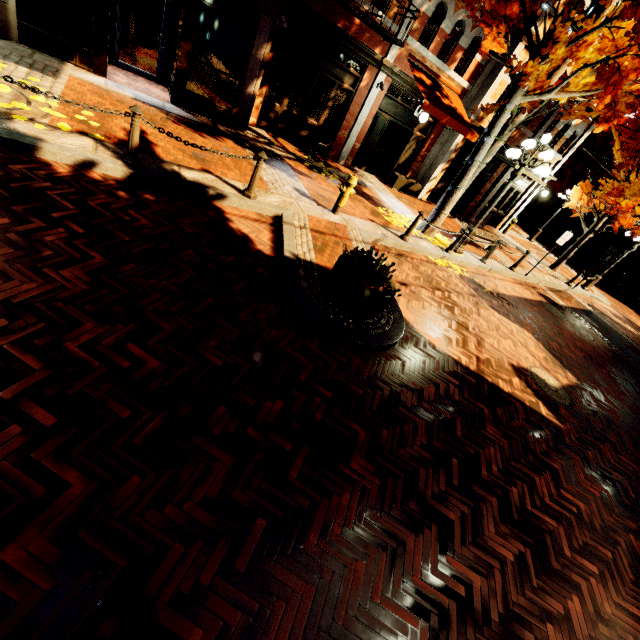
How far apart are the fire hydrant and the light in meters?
4.5 m

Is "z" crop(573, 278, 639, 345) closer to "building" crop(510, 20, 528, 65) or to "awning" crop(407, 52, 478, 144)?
"building" crop(510, 20, 528, 65)

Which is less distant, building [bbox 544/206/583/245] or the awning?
the awning

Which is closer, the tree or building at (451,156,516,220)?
the tree

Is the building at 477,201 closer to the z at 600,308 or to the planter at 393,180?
the planter at 393,180

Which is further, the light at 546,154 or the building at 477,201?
the building at 477,201

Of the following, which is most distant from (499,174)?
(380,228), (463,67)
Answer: (380,228)

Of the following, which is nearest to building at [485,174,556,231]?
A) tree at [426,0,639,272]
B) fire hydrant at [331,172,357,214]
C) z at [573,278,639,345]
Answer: tree at [426,0,639,272]
